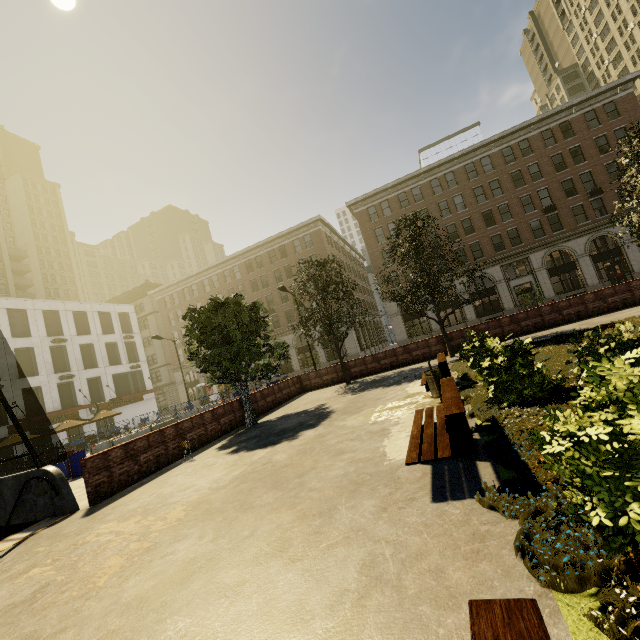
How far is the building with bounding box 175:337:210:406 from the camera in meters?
49.7

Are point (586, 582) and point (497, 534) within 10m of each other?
yes

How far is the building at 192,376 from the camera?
49.7m

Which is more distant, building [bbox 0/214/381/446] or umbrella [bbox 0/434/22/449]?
building [bbox 0/214/381/446]

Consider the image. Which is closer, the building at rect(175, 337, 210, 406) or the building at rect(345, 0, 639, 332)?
the building at rect(345, 0, 639, 332)

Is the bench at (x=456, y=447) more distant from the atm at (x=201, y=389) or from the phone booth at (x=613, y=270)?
the atm at (x=201, y=389)

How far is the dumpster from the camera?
8.20m

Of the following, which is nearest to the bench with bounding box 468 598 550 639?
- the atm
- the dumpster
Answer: the dumpster
